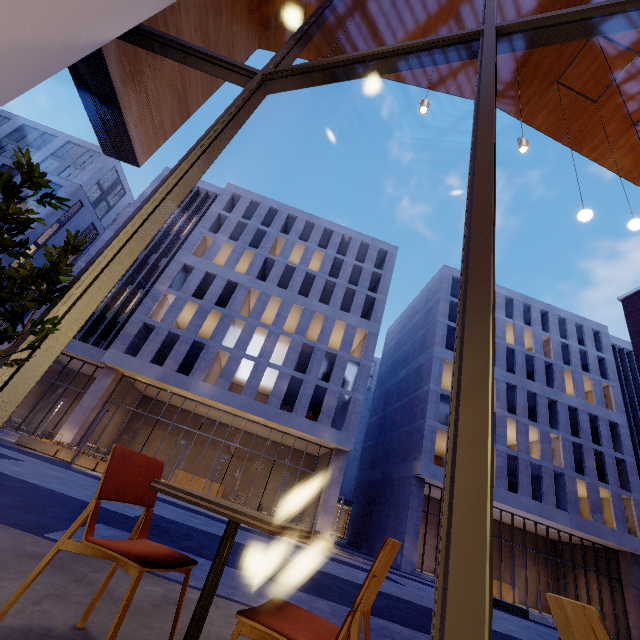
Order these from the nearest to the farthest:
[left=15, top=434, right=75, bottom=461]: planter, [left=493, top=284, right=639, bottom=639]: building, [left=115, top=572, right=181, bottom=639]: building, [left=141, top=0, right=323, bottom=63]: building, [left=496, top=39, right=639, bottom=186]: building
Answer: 1. [left=115, top=572, right=181, bottom=639]: building
2. [left=141, top=0, right=323, bottom=63]: building
3. [left=496, top=39, right=639, bottom=186]: building
4. [left=15, top=434, right=75, bottom=461]: planter
5. [left=493, top=284, right=639, bottom=639]: building

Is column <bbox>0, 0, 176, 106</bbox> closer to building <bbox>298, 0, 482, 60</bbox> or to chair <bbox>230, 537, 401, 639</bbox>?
building <bbox>298, 0, 482, 60</bbox>

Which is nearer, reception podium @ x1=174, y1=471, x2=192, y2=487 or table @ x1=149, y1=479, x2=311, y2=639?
table @ x1=149, y1=479, x2=311, y2=639

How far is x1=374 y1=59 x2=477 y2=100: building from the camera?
8.0m

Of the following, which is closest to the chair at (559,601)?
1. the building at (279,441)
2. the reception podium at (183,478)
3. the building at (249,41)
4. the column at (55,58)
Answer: the building at (249,41)

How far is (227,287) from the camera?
29.0 meters

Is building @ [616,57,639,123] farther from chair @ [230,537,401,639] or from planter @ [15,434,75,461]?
planter @ [15,434,75,461]

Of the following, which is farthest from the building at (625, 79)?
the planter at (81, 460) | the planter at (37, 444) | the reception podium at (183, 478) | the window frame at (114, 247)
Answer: the reception podium at (183, 478)
